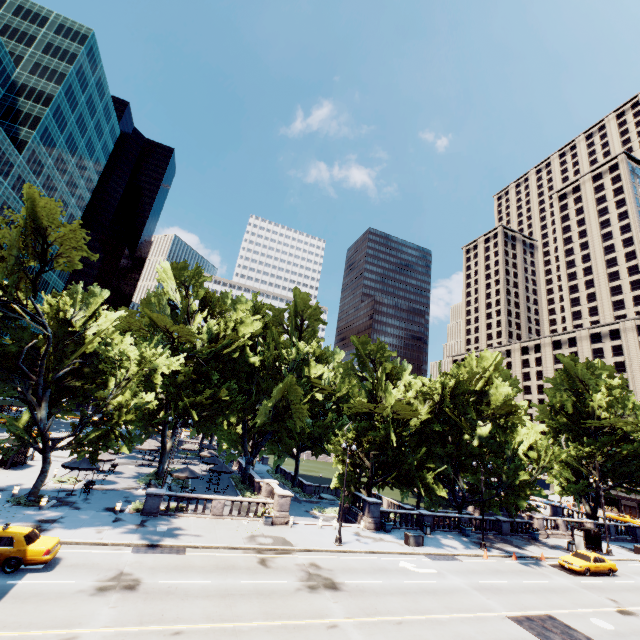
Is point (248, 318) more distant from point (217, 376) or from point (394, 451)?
point (394, 451)

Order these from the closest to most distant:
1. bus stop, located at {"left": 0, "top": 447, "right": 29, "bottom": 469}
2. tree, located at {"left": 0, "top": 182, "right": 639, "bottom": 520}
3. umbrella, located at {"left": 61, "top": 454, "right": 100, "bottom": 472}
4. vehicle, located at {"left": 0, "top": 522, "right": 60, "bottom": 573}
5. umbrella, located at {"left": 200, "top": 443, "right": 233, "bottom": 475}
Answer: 1. vehicle, located at {"left": 0, "top": 522, "right": 60, "bottom": 573}
2. tree, located at {"left": 0, "top": 182, "right": 639, "bottom": 520}
3. umbrella, located at {"left": 61, "top": 454, "right": 100, "bottom": 472}
4. bus stop, located at {"left": 0, "top": 447, "right": 29, "bottom": 469}
5. umbrella, located at {"left": 200, "top": 443, "right": 233, "bottom": 475}

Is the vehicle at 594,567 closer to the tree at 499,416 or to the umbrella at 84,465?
the tree at 499,416

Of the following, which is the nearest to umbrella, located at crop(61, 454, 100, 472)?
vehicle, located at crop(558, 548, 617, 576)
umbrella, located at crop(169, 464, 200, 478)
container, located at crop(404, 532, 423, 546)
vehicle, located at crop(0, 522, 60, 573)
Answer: umbrella, located at crop(169, 464, 200, 478)

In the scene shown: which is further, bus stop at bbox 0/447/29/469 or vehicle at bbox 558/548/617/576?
bus stop at bbox 0/447/29/469

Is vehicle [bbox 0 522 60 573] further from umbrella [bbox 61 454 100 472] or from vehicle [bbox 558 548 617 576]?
vehicle [bbox 558 548 617 576]

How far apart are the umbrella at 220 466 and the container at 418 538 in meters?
23.6

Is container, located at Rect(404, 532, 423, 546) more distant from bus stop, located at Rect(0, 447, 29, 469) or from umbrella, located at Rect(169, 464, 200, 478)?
bus stop, located at Rect(0, 447, 29, 469)
